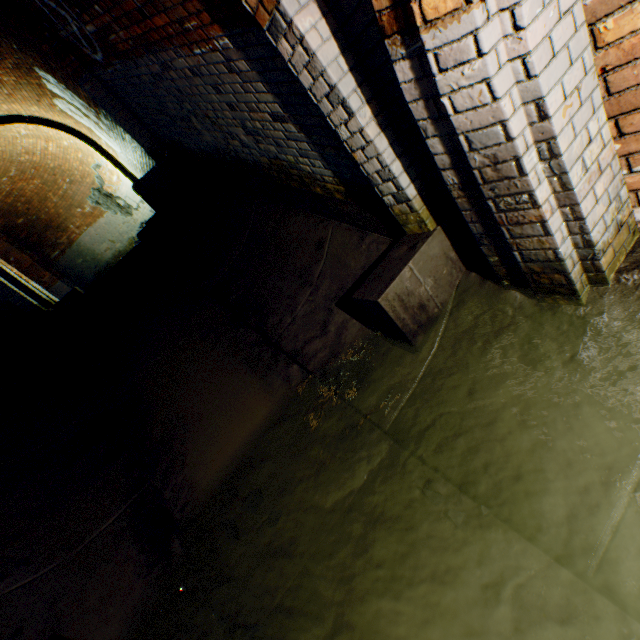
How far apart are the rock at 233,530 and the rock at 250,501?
0.1m

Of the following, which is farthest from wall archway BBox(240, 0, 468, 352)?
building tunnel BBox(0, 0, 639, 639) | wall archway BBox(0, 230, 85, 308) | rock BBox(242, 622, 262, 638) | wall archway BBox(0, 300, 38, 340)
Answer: wall archway BBox(0, 230, 85, 308)

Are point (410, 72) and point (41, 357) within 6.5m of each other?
yes

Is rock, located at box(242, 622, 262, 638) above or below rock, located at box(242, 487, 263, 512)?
below

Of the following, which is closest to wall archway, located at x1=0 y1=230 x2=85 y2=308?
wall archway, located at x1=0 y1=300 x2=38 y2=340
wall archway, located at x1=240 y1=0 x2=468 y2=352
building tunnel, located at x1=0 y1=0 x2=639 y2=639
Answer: building tunnel, located at x1=0 y1=0 x2=639 y2=639

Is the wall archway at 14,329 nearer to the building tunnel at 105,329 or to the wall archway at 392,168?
the building tunnel at 105,329

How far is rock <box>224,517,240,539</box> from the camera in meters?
2.4 m

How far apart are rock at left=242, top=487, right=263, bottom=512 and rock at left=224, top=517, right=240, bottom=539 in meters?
0.1
